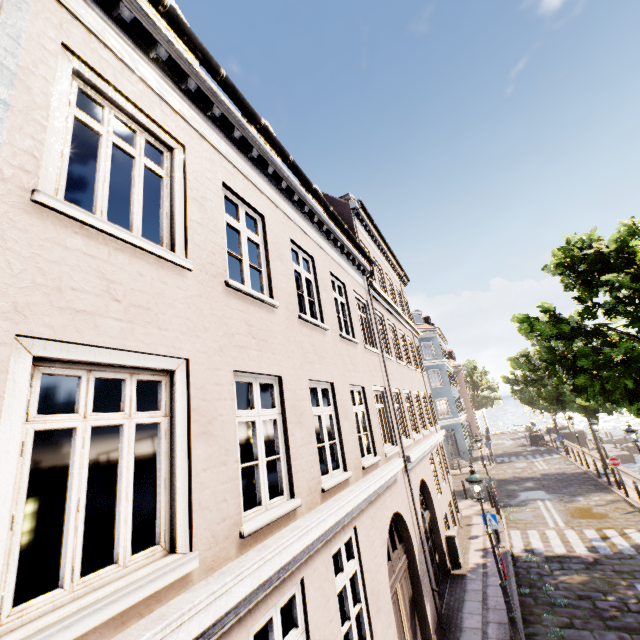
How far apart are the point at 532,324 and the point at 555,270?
2.58m

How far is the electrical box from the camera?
11.9m

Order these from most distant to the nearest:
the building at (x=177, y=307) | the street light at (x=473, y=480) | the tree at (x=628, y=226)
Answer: the tree at (x=628, y=226), the street light at (x=473, y=480), the building at (x=177, y=307)

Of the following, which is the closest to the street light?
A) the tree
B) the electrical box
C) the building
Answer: the electrical box

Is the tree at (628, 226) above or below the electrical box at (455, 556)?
above
